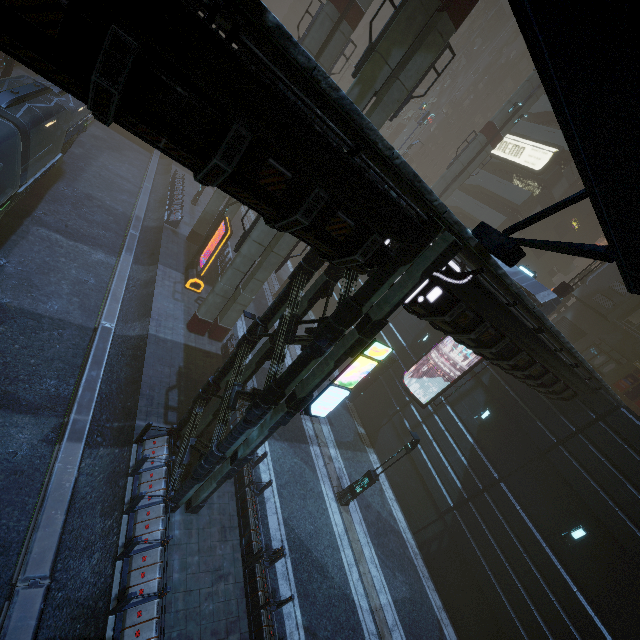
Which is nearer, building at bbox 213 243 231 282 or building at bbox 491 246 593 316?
building at bbox 491 246 593 316

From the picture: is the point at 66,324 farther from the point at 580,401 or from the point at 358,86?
the point at 580,401

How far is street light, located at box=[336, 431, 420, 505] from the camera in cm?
1419

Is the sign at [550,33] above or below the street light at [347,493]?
above

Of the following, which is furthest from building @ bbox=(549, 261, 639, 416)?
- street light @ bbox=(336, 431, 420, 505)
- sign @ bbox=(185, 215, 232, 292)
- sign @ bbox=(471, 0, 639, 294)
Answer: street light @ bbox=(336, 431, 420, 505)

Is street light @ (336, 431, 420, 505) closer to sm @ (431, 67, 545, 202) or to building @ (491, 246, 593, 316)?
building @ (491, 246, 593, 316)

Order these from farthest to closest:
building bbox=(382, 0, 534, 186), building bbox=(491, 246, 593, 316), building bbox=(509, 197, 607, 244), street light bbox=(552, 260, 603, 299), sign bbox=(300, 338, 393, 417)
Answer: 1. building bbox=(382, 0, 534, 186)
2. building bbox=(509, 197, 607, 244)
3. street light bbox=(552, 260, 603, 299)
4. building bbox=(491, 246, 593, 316)
5. sign bbox=(300, 338, 393, 417)

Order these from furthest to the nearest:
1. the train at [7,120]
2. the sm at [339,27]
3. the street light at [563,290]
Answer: the sm at [339,27] → the street light at [563,290] → the train at [7,120]
